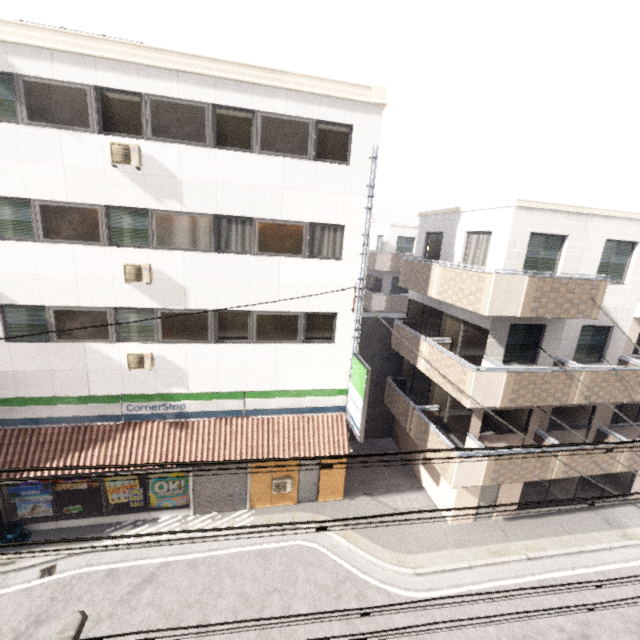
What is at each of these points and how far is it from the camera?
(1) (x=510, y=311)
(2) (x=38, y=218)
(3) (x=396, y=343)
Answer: (1) balcony, 9.5 meters
(2) window, 9.0 meters
(3) balcony, 15.1 meters

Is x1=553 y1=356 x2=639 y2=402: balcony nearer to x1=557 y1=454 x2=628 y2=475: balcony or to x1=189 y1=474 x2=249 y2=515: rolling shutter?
x1=557 y1=454 x2=628 y2=475: balcony

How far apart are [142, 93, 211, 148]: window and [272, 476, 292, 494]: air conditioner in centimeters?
1170cm

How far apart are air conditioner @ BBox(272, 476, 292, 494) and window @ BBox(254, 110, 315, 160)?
11.46m

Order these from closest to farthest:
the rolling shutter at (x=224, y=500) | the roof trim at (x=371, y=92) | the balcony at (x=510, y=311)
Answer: the roof trim at (x=371, y=92) → the balcony at (x=510, y=311) → the rolling shutter at (x=224, y=500)

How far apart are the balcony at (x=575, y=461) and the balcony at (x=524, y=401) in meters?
1.6 m

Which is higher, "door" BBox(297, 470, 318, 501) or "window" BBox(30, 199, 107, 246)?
"window" BBox(30, 199, 107, 246)

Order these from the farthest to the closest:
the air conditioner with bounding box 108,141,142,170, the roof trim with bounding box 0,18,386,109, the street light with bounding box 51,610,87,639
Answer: the air conditioner with bounding box 108,141,142,170, the roof trim with bounding box 0,18,386,109, the street light with bounding box 51,610,87,639
